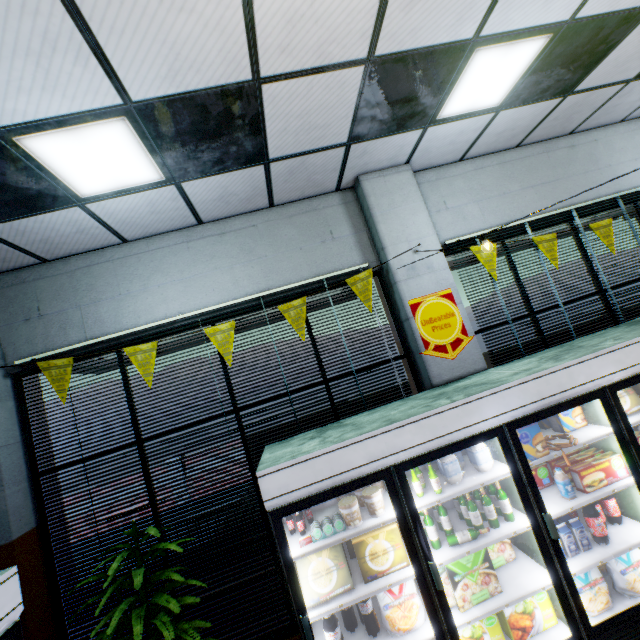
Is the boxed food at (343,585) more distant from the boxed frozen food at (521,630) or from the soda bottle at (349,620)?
the boxed frozen food at (521,630)

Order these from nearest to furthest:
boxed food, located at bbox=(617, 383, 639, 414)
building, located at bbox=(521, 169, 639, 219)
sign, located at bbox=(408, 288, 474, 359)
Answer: boxed food, located at bbox=(617, 383, 639, 414) → sign, located at bbox=(408, 288, 474, 359) → building, located at bbox=(521, 169, 639, 219)

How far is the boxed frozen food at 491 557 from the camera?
2.56m

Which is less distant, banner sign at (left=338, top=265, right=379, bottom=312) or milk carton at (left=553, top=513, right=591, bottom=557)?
milk carton at (left=553, top=513, right=591, bottom=557)

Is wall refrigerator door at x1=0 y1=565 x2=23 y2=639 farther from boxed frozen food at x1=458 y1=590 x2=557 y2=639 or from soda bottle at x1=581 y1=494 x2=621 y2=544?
soda bottle at x1=581 y1=494 x2=621 y2=544

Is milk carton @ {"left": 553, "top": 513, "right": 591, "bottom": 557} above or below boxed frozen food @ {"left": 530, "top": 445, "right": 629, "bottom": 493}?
below

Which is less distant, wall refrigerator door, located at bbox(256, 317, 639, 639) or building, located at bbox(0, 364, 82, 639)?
wall refrigerator door, located at bbox(256, 317, 639, 639)

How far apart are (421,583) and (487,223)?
4.1 meters
